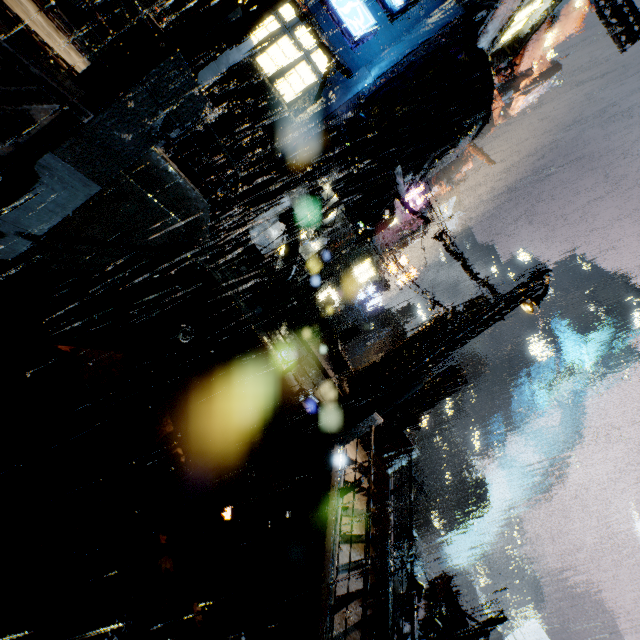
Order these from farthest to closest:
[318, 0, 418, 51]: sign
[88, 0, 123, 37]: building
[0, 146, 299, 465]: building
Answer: [318, 0, 418, 51]: sign
[88, 0, 123, 37]: building
[0, 146, 299, 465]: building

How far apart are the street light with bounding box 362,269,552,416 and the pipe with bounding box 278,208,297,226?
11.74m

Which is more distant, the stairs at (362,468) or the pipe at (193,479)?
the stairs at (362,468)

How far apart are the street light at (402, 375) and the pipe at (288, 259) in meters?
11.7

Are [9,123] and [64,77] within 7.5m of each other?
yes

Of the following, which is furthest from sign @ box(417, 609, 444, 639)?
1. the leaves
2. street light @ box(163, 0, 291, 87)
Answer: street light @ box(163, 0, 291, 87)

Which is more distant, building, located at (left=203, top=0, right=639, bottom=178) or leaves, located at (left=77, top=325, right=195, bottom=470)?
building, located at (left=203, top=0, right=639, bottom=178)

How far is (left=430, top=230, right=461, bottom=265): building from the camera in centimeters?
1800cm
